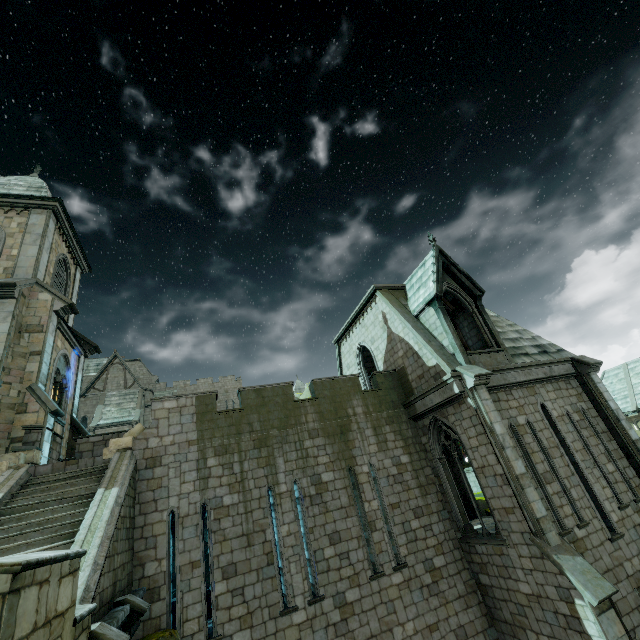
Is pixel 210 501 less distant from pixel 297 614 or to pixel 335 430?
pixel 297 614

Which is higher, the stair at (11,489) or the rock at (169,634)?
the stair at (11,489)

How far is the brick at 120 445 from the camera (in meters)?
10.66

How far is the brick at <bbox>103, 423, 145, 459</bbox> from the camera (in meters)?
10.66

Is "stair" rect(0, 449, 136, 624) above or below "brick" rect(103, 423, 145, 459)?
below

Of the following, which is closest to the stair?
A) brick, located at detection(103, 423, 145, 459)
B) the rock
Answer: brick, located at detection(103, 423, 145, 459)

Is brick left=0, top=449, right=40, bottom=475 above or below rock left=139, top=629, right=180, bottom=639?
above

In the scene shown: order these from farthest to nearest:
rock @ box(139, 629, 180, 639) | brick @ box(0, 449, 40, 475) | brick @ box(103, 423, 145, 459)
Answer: brick @ box(103, 423, 145, 459) < brick @ box(0, 449, 40, 475) < rock @ box(139, 629, 180, 639)
